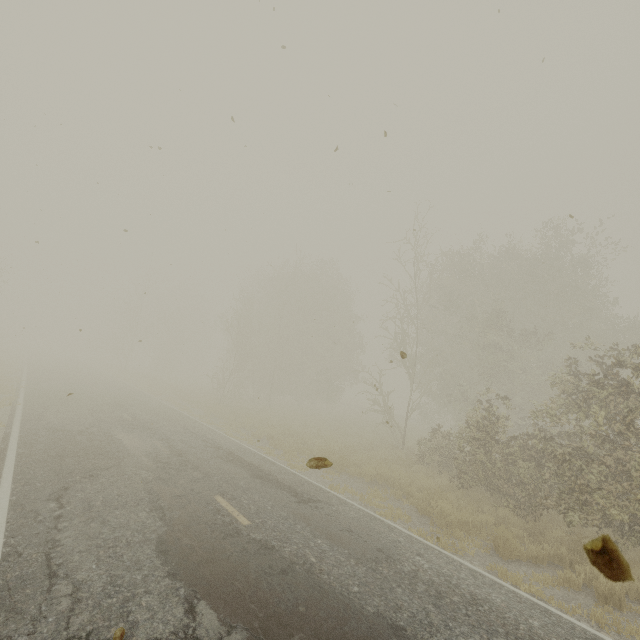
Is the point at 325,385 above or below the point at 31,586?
above
